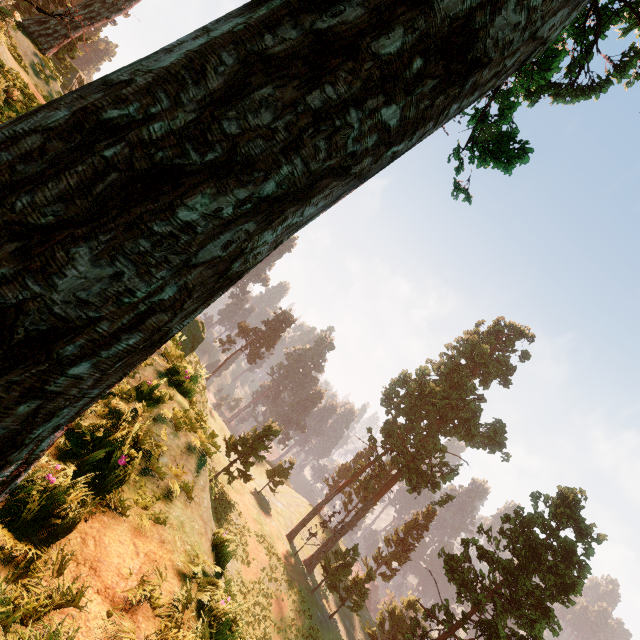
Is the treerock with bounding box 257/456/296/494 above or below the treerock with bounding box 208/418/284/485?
below

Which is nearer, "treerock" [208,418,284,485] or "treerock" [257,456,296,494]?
"treerock" [208,418,284,485]

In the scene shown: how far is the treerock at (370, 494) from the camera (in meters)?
34.25

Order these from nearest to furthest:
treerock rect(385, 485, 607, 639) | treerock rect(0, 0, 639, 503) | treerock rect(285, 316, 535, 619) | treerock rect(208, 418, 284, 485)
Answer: treerock rect(0, 0, 639, 503) → treerock rect(385, 485, 607, 639) → treerock rect(208, 418, 284, 485) → treerock rect(285, 316, 535, 619)

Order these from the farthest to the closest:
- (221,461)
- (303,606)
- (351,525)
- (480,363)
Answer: (480,363) → (351,525) → (221,461) → (303,606)

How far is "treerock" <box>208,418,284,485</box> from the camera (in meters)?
31.15

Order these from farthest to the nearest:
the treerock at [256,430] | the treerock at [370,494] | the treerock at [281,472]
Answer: the treerock at [281,472]
the treerock at [370,494]
the treerock at [256,430]
